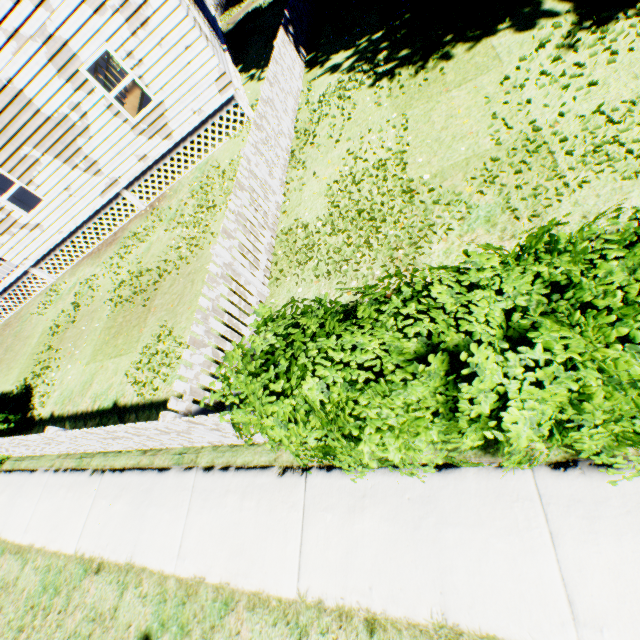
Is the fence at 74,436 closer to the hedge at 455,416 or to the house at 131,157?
the hedge at 455,416

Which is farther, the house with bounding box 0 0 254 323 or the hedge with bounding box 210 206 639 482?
the house with bounding box 0 0 254 323

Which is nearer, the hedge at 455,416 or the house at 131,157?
the hedge at 455,416

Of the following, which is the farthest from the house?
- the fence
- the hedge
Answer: the hedge

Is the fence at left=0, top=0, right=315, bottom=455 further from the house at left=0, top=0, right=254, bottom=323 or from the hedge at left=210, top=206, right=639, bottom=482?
the house at left=0, top=0, right=254, bottom=323

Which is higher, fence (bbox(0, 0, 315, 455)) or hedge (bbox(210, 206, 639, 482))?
hedge (bbox(210, 206, 639, 482))

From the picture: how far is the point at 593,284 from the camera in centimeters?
151cm
